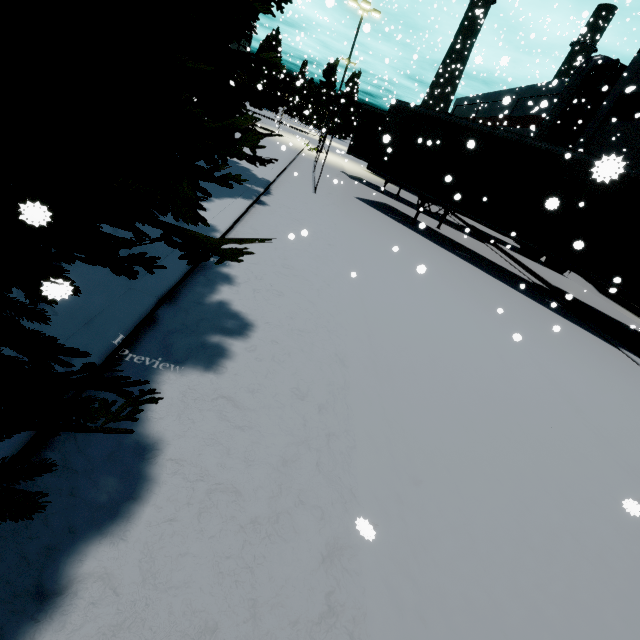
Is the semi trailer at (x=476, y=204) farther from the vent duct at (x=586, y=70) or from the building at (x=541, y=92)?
the vent duct at (x=586, y=70)

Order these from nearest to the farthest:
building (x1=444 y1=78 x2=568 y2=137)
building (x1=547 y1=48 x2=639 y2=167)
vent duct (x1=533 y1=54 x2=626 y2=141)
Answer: building (x1=547 y1=48 x2=639 y2=167), vent duct (x1=533 y1=54 x2=626 y2=141), building (x1=444 y1=78 x2=568 y2=137)

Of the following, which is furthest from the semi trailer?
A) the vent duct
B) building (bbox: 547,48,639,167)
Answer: the vent duct

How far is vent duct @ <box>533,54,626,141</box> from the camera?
21.5m

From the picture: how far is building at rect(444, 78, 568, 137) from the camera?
25.3m

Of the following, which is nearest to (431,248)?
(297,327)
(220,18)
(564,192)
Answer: (564,192)

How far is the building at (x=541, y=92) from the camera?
25.3 meters

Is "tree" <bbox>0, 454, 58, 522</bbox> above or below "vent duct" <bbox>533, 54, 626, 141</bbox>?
below
